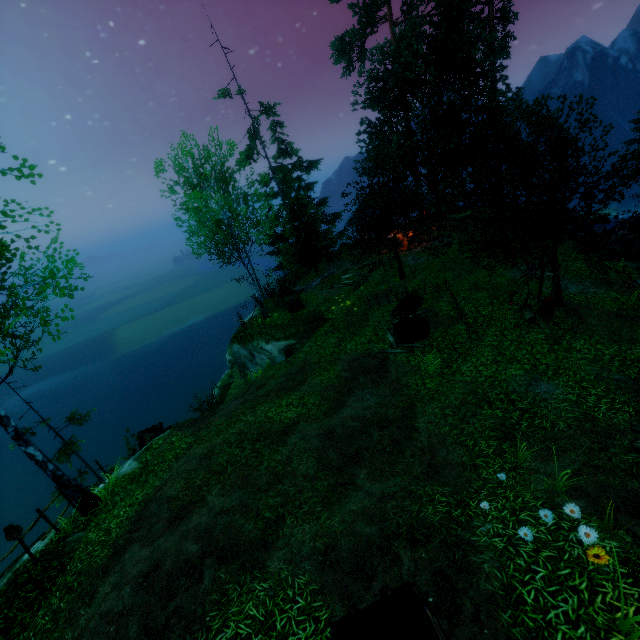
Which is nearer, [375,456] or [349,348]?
[375,456]

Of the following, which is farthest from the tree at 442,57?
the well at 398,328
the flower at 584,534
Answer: the flower at 584,534

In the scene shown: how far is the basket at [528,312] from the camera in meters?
12.3 m

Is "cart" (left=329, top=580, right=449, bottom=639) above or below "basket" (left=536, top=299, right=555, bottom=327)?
above

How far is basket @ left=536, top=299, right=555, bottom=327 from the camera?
11.7 meters

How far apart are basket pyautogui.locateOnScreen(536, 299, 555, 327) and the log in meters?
12.3 m

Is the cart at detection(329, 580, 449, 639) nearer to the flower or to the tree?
the flower

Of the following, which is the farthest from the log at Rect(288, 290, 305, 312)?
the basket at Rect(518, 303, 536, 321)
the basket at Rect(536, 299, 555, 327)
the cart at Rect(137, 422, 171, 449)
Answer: the basket at Rect(536, 299, 555, 327)
